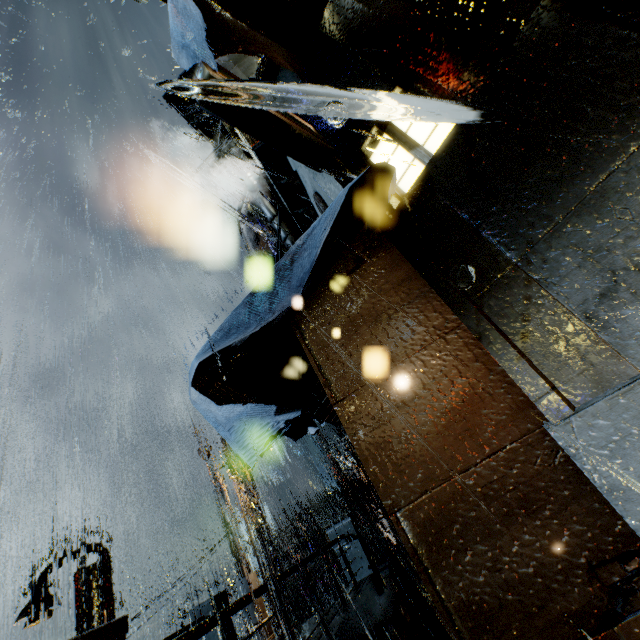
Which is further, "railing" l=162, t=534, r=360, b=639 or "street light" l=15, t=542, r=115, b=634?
"street light" l=15, t=542, r=115, b=634

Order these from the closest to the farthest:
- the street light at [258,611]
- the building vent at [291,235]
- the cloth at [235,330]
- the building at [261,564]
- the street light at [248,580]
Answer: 1. the cloth at [235,330]
2. the building vent at [291,235]
3. the street light at [258,611]
4. the street light at [248,580]
5. the building at [261,564]

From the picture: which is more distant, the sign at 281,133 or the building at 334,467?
the building at 334,467

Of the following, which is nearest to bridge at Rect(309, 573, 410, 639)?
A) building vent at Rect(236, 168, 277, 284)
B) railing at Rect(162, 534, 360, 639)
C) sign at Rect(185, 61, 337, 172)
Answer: railing at Rect(162, 534, 360, 639)

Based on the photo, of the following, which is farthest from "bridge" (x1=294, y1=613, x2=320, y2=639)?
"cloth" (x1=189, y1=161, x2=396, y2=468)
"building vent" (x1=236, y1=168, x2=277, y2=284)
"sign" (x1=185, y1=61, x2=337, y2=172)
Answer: "sign" (x1=185, y1=61, x2=337, y2=172)

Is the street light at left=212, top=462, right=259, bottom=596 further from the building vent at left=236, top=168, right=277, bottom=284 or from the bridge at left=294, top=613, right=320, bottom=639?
the building vent at left=236, top=168, right=277, bottom=284

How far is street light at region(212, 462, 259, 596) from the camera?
13.5m

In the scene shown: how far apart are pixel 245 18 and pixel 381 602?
12.87m
